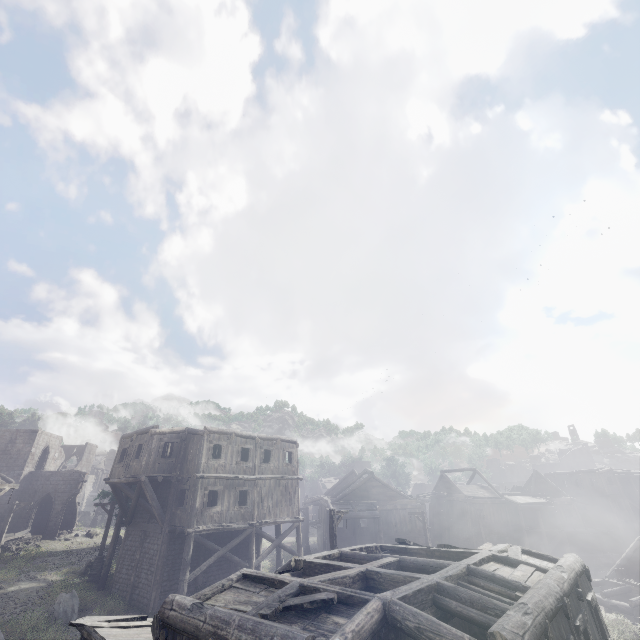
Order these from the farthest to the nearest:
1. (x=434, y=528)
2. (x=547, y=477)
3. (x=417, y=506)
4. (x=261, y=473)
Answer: (x=547, y=477), (x=434, y=528), (x=417, y=506), (x=261, y=473)

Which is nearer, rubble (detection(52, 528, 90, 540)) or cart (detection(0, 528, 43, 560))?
cart (detection(0, 528, 43, 560))

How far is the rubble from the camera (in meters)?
35.09

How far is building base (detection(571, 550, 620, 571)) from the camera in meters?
34.4

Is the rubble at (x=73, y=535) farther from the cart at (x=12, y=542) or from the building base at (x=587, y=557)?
the building base at (x=587, y=557)

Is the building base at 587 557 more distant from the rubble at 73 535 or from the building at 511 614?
the rubble at 73 535

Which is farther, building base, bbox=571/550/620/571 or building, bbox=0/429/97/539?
building, bbox=0/429/97/539

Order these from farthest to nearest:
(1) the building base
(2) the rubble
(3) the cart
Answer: (2) the rubble < (1) the building base < (3) the cart
